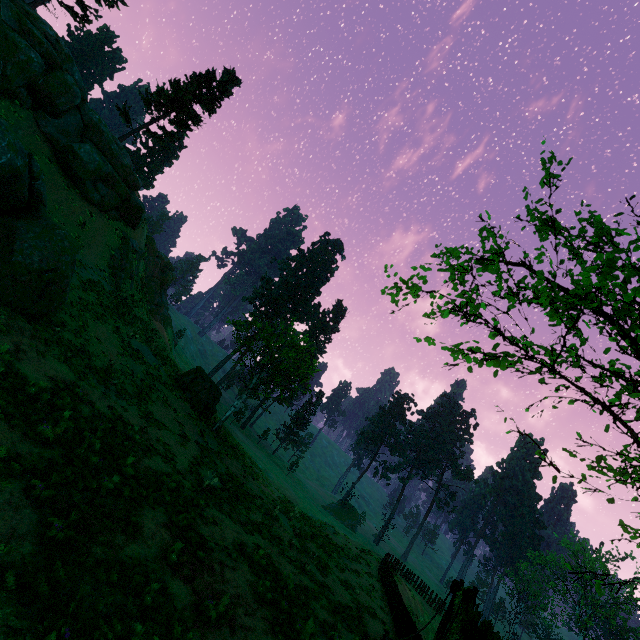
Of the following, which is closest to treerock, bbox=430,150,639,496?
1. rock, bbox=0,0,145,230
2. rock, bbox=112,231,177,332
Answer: rock, bbox=0,0,145,230

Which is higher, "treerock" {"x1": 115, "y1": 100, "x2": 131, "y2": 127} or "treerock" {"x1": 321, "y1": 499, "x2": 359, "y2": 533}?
"treerock" {"x1": 115, "y1": 100, "x2": 131, "y2": 127}

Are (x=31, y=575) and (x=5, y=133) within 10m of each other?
no

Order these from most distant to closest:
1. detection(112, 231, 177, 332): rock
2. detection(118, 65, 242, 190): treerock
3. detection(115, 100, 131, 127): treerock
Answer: detection(118, 65, 242, 190): treerock
detection(115, 100, 131, 127): treerock
detection(112, 231, 177, 332): rock

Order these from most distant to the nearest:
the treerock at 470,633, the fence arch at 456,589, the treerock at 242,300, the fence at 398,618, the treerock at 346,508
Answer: the treerock at 346,508, the treerock at 242,300, the fence at 398,618, the fence arch at 456,589, the treerock at 470,633

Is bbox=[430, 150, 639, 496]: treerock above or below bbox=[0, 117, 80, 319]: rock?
above

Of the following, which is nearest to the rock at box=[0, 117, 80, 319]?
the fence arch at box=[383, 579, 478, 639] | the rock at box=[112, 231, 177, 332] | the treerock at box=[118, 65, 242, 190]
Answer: the treerock at box=[118, 65, 242, 190]

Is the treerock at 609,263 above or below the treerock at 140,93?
below
